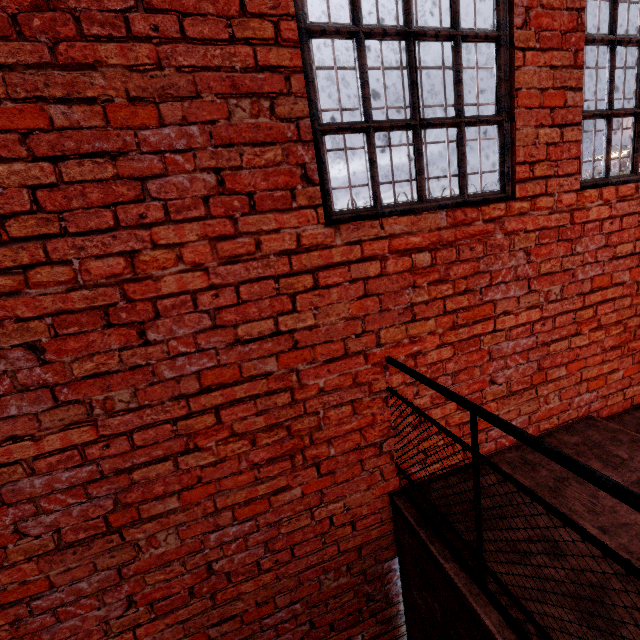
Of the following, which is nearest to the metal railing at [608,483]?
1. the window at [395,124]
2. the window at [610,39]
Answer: the window at [395,124]

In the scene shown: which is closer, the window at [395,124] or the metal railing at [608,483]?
the metal railing at [608,483]

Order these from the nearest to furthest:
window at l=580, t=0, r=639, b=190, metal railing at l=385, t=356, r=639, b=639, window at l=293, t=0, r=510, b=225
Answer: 1. metal railing at l=385, t=356, r=639, b=639
2. window at l=293, t=0, r=510, b=225
3. window at l=580, t=0, r=639, b=190

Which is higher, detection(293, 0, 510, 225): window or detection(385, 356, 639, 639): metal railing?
detection(293, 0, 510, 225): window

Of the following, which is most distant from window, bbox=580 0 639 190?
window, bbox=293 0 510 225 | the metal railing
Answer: the metal railing

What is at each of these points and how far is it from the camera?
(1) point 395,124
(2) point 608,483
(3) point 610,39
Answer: (1) window, 1.90m
(2) metal railing, 0.90m
(3) window, 2.26m

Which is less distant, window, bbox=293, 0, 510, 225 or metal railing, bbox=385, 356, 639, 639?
metal railing, bbox=385, 356, 639, 639
